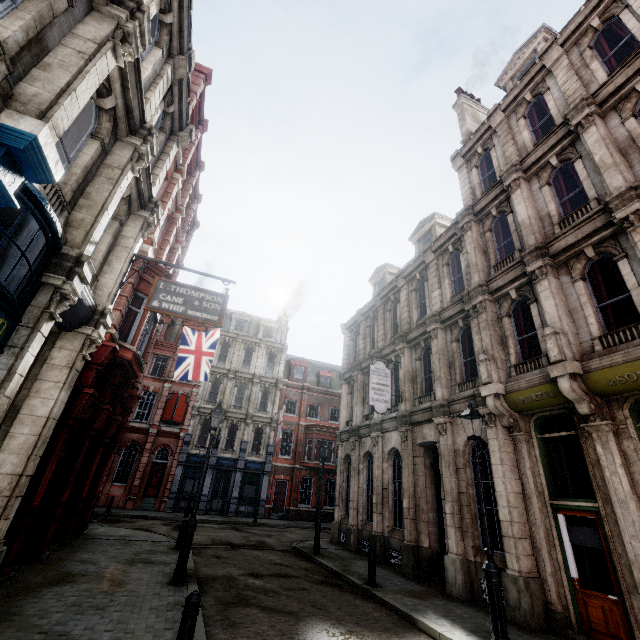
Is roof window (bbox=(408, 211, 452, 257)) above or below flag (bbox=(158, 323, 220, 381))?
above

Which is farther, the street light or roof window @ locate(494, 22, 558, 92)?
roof window @ locate(494, 22, 558, 92)

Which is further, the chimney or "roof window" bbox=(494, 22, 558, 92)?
the chimney

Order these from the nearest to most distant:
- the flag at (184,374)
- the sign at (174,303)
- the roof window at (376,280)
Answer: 1. the sign at (174,303)
2. the flag at (184,374)
3. the roof window at (376,280)

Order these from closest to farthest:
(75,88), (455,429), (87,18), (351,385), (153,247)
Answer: (75,88) < (87,18) < (455,429) < (153,247) < (351,385)

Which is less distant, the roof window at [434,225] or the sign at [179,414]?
the roof window at [434,225]

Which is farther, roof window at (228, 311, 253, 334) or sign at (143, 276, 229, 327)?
roof window at (228, 311, 253, 334)

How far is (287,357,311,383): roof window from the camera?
35.62m
